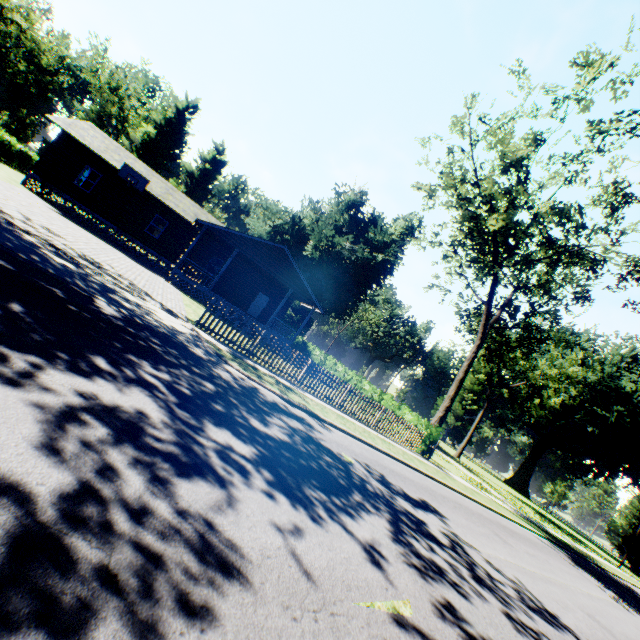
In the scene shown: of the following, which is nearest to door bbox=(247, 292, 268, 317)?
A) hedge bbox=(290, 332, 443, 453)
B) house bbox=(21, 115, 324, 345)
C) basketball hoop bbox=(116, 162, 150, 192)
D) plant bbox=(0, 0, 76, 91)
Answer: house bbox=(21, 115, 324, 345)

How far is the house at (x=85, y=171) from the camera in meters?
21.3 m

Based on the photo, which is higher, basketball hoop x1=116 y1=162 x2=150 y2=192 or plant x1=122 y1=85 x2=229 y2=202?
plant x1=122 y1=85 x2=229 y2=202

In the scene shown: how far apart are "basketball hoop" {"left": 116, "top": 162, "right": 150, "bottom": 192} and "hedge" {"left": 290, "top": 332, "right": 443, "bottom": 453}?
18.96m

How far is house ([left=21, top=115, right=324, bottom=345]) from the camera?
21.34m

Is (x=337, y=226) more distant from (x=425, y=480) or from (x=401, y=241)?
(x=425, y=480)

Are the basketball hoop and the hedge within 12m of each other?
no

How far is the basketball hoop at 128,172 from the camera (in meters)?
21.45
